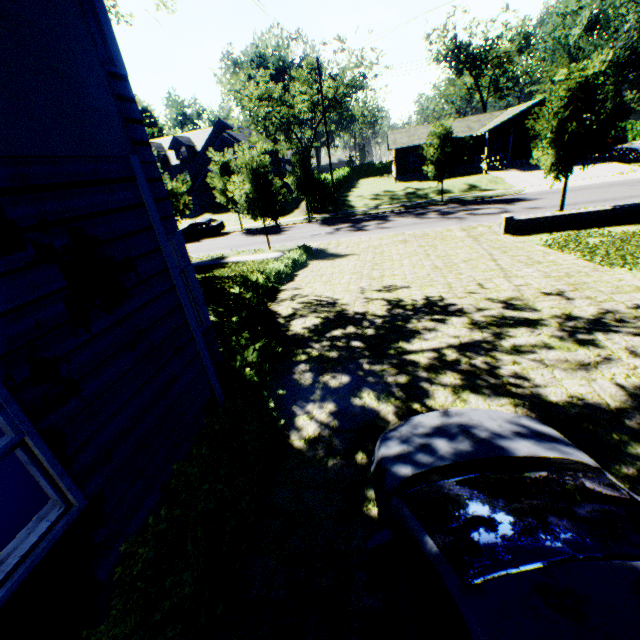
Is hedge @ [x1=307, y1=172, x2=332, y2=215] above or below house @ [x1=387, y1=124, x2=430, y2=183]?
below

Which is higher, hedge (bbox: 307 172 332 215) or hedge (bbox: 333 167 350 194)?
hedge (bbox: 333 167 350 194)

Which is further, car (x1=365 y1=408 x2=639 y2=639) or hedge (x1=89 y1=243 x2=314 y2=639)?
hedge (x1=89 y1=243 x2=314 y2=639)

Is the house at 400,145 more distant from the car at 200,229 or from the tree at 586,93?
the car at 200,229

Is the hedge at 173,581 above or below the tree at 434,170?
below

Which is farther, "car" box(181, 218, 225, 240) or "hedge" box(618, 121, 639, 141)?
"hedge" box(618, 121, 639, 141)

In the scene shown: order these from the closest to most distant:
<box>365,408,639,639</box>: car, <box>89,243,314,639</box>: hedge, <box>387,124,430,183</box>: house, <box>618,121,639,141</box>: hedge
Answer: <box>365,408,639,639</box>: car, <box>89,243,314,639</box>: hedge, <box>387,124,430,183</box>: house, <box>618,121,639,141</box>: hedge

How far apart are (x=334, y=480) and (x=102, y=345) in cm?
306
